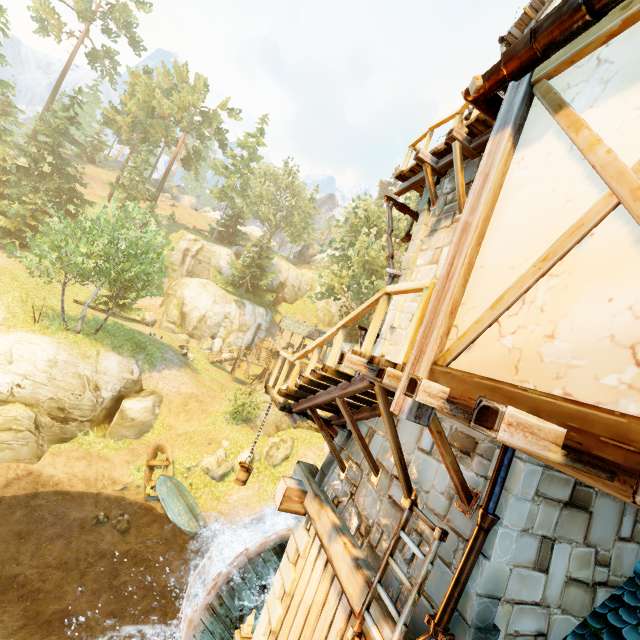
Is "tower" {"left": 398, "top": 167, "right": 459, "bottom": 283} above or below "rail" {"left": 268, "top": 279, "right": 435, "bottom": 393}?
above

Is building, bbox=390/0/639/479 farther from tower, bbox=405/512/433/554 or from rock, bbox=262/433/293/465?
rock, bbox=262/433/293/465

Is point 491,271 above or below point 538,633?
above

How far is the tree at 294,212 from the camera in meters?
53.6 m

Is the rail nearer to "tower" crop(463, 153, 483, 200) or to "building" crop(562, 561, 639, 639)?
"building" crop(562, 561, 639, 639)

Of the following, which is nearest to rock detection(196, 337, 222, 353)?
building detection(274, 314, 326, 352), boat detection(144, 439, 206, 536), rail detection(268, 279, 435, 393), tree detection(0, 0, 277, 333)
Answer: building detection(274, 314, 326, 352)

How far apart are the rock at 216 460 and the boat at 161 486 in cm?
146

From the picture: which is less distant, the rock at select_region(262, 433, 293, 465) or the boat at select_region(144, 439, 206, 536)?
the boat at select_region(144, 439, 206, 536)
